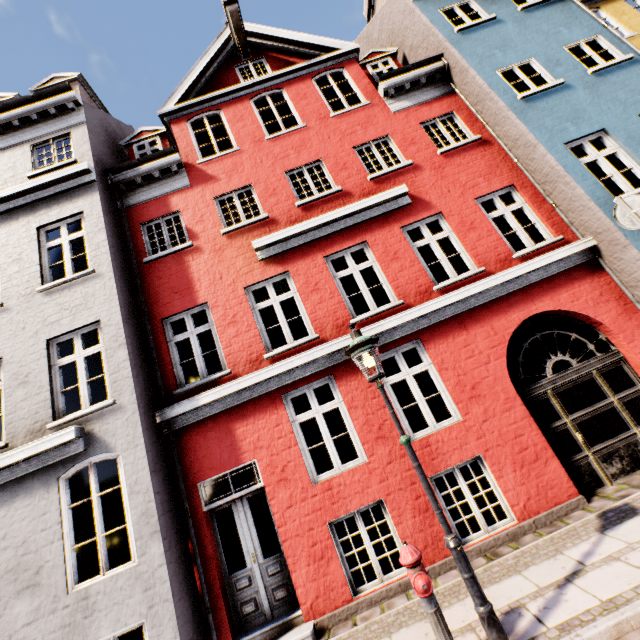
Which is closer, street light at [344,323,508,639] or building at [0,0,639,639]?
street light at [344,323,508,639]

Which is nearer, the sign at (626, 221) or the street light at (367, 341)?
the street light at (367, 341)

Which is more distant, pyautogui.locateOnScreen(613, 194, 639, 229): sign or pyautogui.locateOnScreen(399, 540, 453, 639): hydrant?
pyautogui.locateOnScreen(613, 194, 639, 229): sign

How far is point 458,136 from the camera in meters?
8.7 m

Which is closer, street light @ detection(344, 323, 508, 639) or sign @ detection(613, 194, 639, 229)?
street light @ detection(344, 323, 508, 639)

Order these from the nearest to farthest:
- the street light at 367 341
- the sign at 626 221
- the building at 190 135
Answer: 1. the street light at 367 341
2. the sign at 626 221
3. the building at 190 135

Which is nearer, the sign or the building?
the sign

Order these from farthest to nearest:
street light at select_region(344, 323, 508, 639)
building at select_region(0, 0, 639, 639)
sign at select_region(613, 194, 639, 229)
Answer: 1. building at select_region(0, 0, 639, 639)
2. sign at select_region(613, 194, 639, 229)
3. street light at select_region(344, 323, 508, 639)
